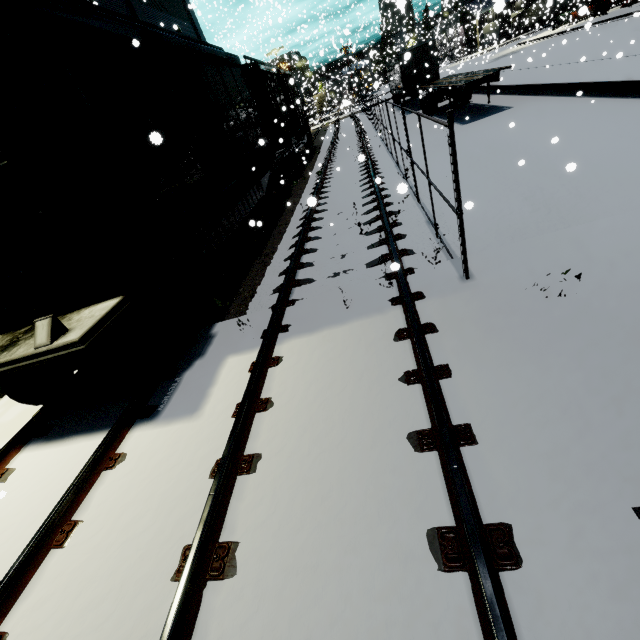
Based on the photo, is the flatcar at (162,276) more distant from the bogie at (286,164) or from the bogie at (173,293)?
the bogie at (286,164)

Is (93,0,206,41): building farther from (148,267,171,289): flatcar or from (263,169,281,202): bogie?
(263,169,281,202): bogie

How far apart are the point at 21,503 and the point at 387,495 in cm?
450

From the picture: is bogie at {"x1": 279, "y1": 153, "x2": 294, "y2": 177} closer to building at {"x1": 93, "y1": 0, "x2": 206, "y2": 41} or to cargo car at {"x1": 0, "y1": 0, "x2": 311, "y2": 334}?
cargo car at {"x1": 0, "y1": 0, "x2": 311, "y2": 334}

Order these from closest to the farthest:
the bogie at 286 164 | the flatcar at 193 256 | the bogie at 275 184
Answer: the flatcar at 193 256 < the bogie at 275 184 < the bogie at 286 164

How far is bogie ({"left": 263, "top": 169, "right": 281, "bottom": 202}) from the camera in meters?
12.3

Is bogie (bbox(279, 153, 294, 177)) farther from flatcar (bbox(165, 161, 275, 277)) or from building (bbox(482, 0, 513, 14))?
building (bbox(482, 0, 513, 14))

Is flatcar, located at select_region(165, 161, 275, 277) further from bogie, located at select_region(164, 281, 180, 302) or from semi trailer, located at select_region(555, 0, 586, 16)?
semi trailer, located at select_region(555, 0, 586, 16)
